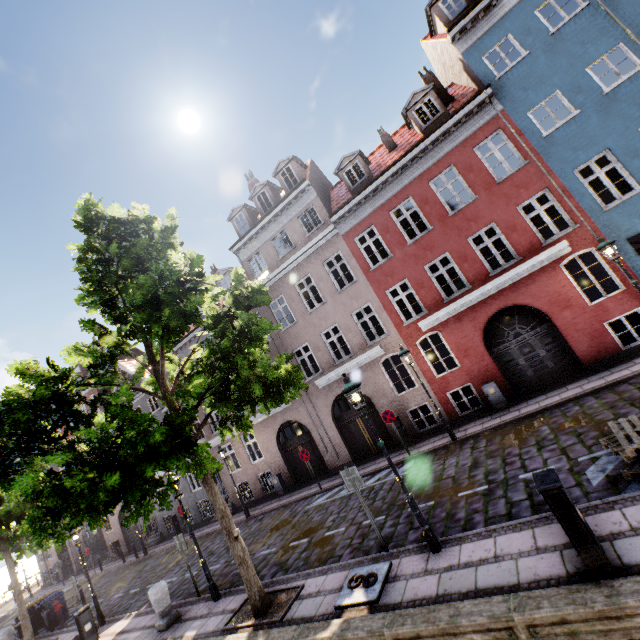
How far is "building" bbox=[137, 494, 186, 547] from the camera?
22.2 meters

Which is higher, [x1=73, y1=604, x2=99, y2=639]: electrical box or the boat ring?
[x1=73, y1=604, x2=99, y2=639]: electrical box

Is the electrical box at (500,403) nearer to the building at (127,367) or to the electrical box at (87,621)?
the building at (127,367)

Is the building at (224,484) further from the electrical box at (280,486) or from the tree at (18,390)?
the tree at (18,390)

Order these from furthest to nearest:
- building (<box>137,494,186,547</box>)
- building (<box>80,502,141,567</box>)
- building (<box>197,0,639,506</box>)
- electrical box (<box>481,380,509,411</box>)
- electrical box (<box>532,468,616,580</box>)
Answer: building (<box>80,502,141,567</box>), building (<box>137,494,186,547</box>), electrical box (<box>481,380,509,411</box>), building (<box>197,0,639,506</box>), electrical box (<box>532,468,616,580</box>)

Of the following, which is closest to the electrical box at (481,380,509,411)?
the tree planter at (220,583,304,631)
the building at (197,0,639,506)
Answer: the building at (197,0,639,506)

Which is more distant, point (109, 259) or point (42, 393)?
point (109, 259)

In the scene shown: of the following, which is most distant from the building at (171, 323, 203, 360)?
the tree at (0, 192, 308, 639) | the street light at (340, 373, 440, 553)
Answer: the street light at (340, 373, 440, 553)
